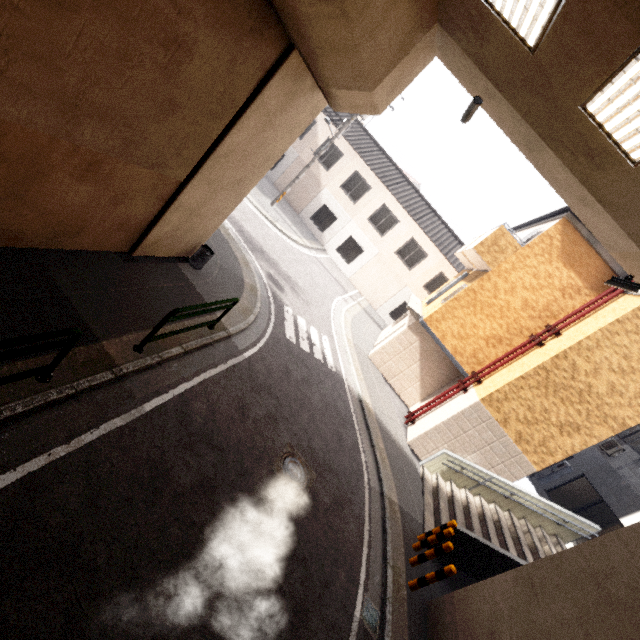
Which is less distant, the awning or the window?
the window

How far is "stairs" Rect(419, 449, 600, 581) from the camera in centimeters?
801cm

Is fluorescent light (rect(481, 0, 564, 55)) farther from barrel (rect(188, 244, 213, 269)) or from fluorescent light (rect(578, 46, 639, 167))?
barrel (rect(188, 244, 213, 269))

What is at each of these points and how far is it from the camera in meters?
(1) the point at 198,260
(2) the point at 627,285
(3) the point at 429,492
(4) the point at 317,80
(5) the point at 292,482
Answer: (1) barrel, 8.2
(2) window, 5.8
(3) stairs, 10.5
(4) concrete pillar, 5.8
(5) manhole, 6.3

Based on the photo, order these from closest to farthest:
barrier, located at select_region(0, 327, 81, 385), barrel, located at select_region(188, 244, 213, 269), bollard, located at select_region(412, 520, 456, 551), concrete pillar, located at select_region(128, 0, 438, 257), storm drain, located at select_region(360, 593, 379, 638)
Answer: barrier, located at select_region(0, 327, 81, 385)
concrete pillar, located at select_region(128, 0, 438, 257)
storm drain, located at select_region(360, 593, 379, 638)
bollard, located at select_region(412, 520, 456, 551)
barrel, located at select_region(188, 244, 213, 269)

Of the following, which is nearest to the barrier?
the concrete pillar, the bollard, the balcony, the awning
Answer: the concrete pillar

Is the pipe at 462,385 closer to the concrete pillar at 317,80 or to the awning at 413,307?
the awning at 413,307

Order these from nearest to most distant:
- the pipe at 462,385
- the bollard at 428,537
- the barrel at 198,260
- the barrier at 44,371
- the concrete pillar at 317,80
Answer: the barrier at 44,371
the concrete pillar at 317,80
the bollard at 428,537
the barrel at 198,260
the pipe at 462,385
